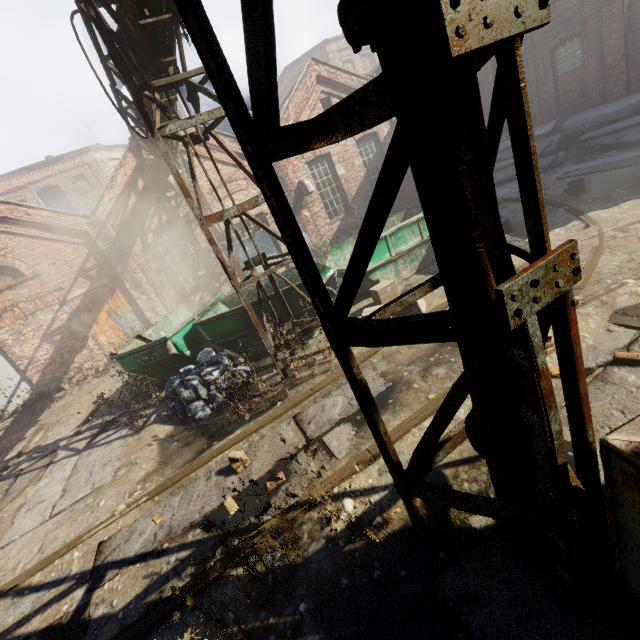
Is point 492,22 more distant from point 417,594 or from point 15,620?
point 15,620

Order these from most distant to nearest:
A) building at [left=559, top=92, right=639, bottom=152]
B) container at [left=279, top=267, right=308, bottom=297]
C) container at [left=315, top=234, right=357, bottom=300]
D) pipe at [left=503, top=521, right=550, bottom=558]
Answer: building at [left=559, top=92, right=639, bottom=152] < container at [left=315, top=234, right=357, bottom=300] < container at [left=279, top=267, right=308, bottom=297] < pipe at [left=503, top=521, right=550, bottom=558]

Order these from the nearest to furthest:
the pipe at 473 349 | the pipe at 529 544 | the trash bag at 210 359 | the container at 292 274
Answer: the pipe at 473 349, the pipe at 529 544, the trash bag at 210 359, the container at 292 274

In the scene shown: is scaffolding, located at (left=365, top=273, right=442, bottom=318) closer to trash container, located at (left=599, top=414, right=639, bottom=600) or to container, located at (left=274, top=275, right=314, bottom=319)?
trash container, located at (left=599, top=414, right=639, bottom=600)

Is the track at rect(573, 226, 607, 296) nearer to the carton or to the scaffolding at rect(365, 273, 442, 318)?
the carton

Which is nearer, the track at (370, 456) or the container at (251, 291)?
the track at (370, 456)

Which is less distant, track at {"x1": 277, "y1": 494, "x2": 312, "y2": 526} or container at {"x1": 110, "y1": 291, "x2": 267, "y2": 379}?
track at {"x1": 277, "y1": 494, "x2": 312, "y2": 526}

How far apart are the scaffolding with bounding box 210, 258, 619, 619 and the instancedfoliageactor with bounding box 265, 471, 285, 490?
1.26m
